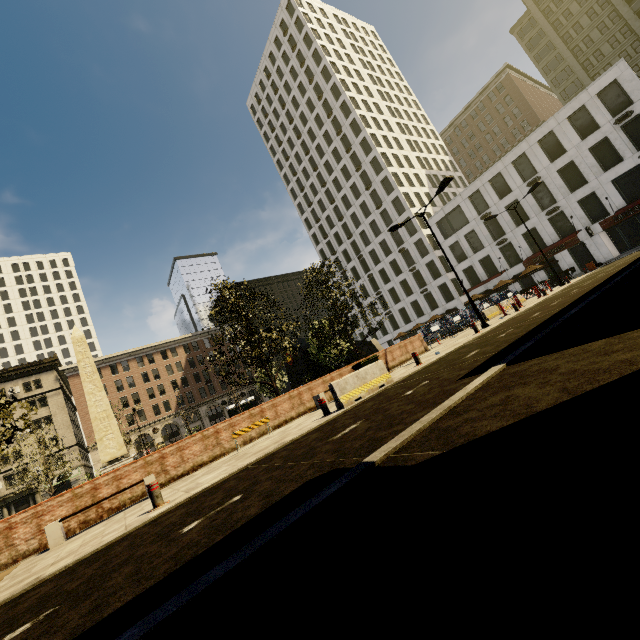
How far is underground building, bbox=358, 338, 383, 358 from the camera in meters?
38.4 m

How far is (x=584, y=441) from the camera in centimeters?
204cm

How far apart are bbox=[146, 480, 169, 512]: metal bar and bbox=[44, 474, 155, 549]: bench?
3.1 meters

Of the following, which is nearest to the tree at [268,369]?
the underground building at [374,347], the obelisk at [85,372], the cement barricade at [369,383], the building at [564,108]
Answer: the underground building at [374,347]

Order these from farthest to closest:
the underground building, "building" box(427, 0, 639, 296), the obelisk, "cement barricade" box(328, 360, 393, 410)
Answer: the underground building → "building" box(427, 0, 639, 296) → the obelisk → "cement barricade" box(328, 360, 393, 410)

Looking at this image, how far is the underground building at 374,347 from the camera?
38.4 meters

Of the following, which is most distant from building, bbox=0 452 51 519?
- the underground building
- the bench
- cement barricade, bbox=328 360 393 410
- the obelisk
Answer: the obelisk

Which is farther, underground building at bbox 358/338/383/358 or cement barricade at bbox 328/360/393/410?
underground building at bbox 358/338/383/358
